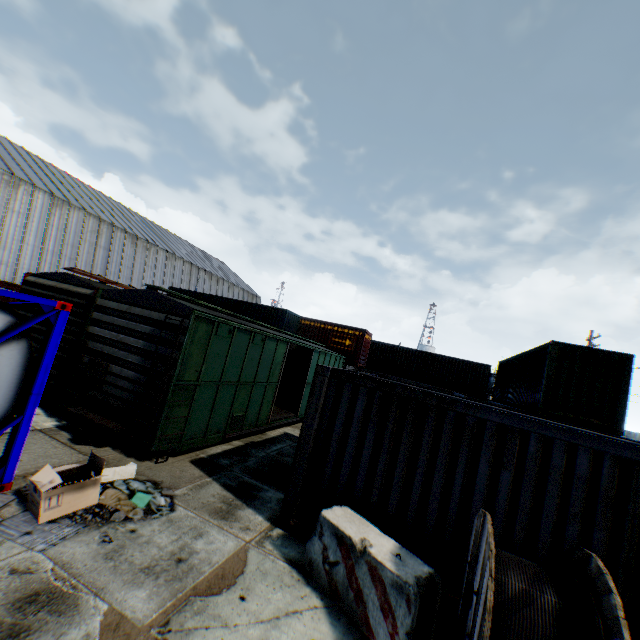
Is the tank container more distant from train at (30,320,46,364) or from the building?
the building

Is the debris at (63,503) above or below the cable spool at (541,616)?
below

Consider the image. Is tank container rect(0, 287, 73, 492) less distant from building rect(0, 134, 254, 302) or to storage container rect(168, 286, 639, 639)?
storage container rect(168, 286, 639, 639)

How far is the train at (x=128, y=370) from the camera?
7.23m

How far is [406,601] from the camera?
3.70m

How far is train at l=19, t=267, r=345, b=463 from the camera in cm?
723

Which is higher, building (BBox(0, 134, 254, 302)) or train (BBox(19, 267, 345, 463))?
building (BBox(0, 134, 254, 302))

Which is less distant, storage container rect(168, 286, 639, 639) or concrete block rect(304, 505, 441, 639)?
concrete block rect(304, 505, 441, 639)
